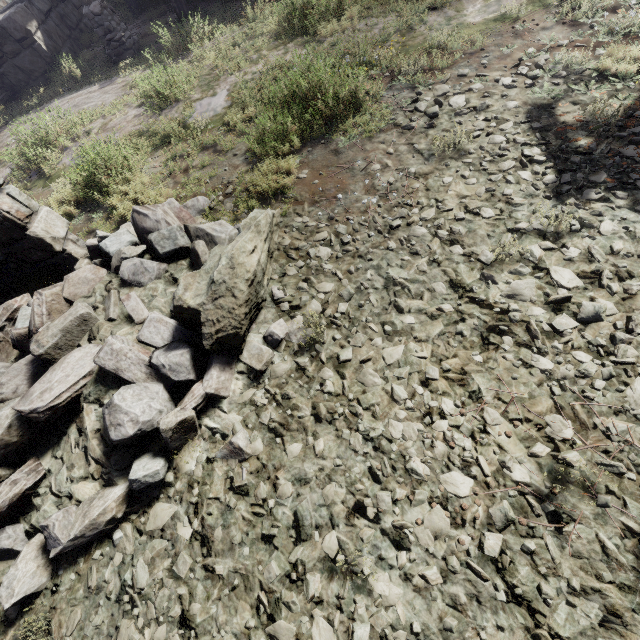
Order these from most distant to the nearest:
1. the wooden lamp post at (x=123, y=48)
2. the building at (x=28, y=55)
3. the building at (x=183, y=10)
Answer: the building at (x=28, y=55)
the wooden lamp post at (x=123, y=48)
the building at (x=183, y=10)

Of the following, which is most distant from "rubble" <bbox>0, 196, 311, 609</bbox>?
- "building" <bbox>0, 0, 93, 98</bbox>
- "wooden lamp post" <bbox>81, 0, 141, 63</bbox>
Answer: "wooden lamp post" <bbox>81, 0, 141, 63</bbox>

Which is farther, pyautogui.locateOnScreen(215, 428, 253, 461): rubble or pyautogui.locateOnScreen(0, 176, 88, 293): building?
pyautogui.locateOnScreen(0, 176, 88, 293): building

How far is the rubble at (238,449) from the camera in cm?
309

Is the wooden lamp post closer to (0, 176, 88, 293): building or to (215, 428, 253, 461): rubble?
(0, 176, 88, 293): building

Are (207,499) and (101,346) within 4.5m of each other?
yes

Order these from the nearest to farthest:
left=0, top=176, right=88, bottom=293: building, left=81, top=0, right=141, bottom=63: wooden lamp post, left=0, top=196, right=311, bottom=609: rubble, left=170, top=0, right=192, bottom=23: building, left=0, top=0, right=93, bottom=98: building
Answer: left=0, top=196, right=311, bottom=609: rubble
left=0, top=176, right=88, bottom=293: building
left=170, top=0, right=192, bottom=23: building
left=81, top=0, right=141, bottom=63: wooden lamp post
left=0, top=0, right=93, bottom=98: building
